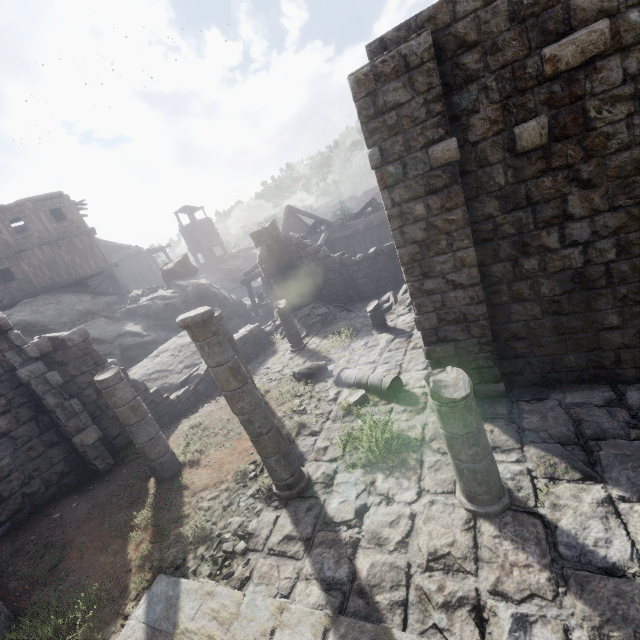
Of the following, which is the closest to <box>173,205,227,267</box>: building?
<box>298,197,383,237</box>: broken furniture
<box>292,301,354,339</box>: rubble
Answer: <box>292,301,354,339</box>: rubble

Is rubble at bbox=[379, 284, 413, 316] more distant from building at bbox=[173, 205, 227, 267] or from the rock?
the rock

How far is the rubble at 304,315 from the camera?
15.37m

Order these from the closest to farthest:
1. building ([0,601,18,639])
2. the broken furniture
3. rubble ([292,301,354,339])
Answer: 1. building ([0,601,18,639])
2. rubble ([292,301,354,339])
3. the broken furniture

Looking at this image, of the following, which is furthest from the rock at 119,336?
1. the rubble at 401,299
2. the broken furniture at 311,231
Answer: the rubble at 401,299

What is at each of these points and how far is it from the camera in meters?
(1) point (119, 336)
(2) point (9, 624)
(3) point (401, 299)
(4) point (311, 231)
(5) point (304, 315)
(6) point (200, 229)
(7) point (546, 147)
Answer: (1) rock, 18.1 m
(2) building, 4.6 m
(3) rubble, 13.9 m
(4) broken furniture, 25.1 m
(5) rubble, 16.3 m
(6) building, 45.8 m
(7) building, 4.9 m

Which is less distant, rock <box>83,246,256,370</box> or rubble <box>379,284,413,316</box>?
rubble <box>379,284,413,316</box>

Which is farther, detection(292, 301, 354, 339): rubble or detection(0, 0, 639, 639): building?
detection(292, 301, 354, 339): rubble
